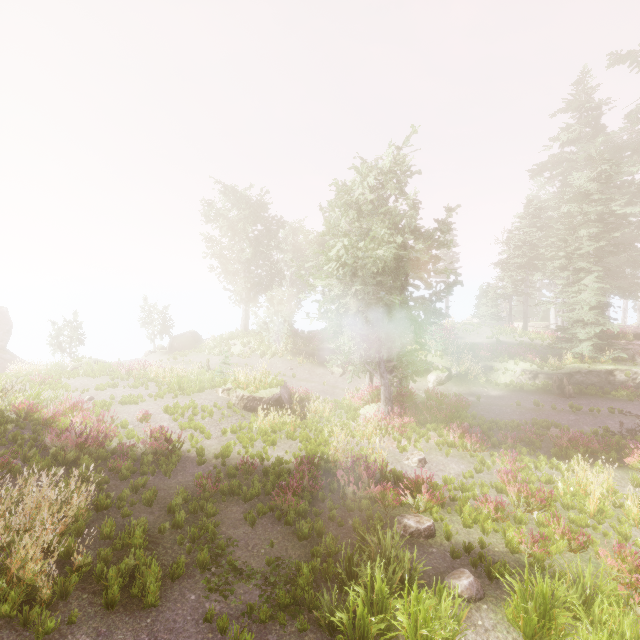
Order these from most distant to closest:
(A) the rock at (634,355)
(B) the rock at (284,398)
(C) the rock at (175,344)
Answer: (C) the rock at (175,344) → (A) the rock at (634,355) → (B) the rock at (284,398)

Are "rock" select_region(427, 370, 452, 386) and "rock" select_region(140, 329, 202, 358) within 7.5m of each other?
no

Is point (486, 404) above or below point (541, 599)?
below

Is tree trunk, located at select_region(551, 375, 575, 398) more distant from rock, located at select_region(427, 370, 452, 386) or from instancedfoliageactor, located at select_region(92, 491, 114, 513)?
rock, located at select_region(427, 370, 452, 386)

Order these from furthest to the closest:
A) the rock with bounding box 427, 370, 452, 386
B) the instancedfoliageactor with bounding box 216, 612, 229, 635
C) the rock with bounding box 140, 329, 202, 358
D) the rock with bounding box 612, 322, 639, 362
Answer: the rock with bounding box 140, 329, 202, 358, the rock with bounding box 427, 370, 452, 386, the rock with bounding box 612, 322, 639, 362, the instancedfoliageactor with bounding box 216, 612, 229, 635

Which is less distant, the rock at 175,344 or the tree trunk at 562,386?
the tree trunk at 562,386

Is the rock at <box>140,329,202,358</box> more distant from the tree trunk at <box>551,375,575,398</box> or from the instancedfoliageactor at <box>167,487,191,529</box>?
the tree trunk at <box>551,375,575,398</box>

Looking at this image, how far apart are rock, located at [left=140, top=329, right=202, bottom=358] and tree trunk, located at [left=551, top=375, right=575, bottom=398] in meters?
30.3
